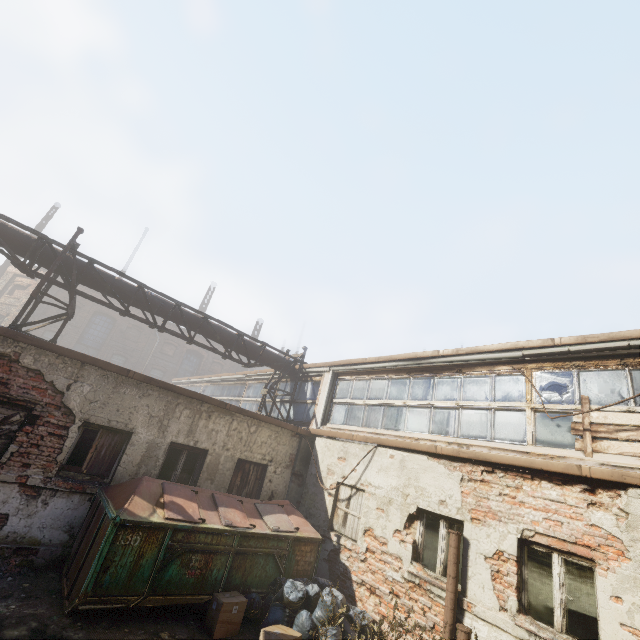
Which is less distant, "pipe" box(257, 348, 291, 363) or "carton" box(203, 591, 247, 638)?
"carton" box(203, 591, 247, 638)

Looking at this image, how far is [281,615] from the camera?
5.8 meters

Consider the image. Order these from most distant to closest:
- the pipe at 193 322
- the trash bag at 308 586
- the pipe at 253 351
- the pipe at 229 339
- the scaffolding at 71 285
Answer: the pipe at 253 351 < the pipe at 229 339 < the pipe at 193 322 < the scaffolding at 71 285 < the trash bag at 308 586

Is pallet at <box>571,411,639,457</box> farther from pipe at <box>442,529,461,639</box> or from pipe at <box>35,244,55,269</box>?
pipe at <box>35,244,55,269</box>

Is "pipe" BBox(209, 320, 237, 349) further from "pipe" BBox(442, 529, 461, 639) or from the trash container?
"pipe" BBox(442, 529, 461, 639)

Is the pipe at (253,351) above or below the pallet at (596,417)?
above

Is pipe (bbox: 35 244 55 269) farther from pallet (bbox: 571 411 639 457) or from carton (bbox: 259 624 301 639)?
carton (bbox: 259 624 301 639)

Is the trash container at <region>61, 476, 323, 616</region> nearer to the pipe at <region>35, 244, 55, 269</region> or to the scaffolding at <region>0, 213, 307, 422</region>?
the scaffolding at <region>0, 213, 307, 422</region>
